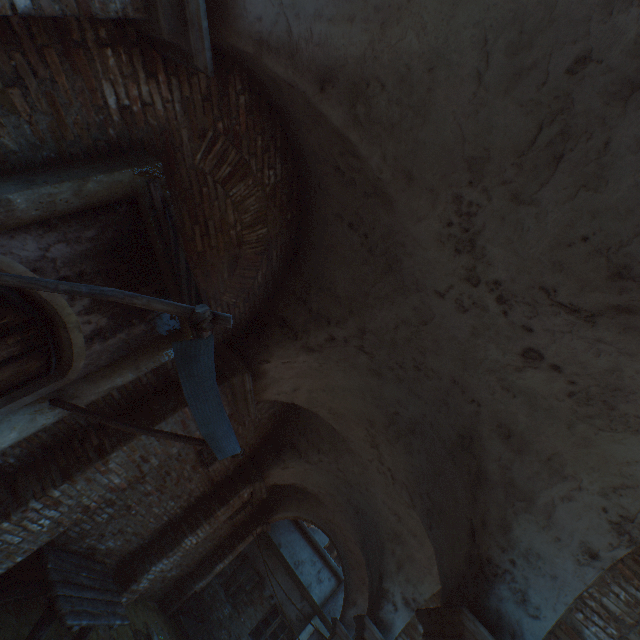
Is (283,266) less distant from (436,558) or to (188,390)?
(188,390)

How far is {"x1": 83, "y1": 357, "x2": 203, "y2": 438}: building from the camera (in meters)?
4.21

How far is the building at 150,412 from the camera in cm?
421

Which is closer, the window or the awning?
the awning

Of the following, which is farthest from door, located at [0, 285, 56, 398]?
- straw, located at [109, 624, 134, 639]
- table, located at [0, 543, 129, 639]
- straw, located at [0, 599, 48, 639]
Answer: straw, located at [109, 624, 134, 639]

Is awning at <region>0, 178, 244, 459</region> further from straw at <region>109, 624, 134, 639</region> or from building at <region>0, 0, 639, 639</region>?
straw at <region>109, 624, 134, 639</region>

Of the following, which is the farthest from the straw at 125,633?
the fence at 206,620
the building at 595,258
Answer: the building at 595,258

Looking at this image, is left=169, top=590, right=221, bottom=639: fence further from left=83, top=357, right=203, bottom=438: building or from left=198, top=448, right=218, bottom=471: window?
left=83, top=357, right=203, bottom=438: building
